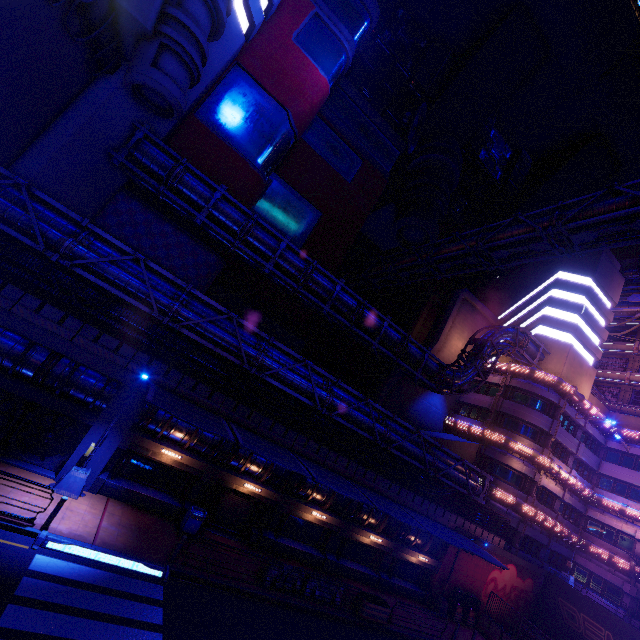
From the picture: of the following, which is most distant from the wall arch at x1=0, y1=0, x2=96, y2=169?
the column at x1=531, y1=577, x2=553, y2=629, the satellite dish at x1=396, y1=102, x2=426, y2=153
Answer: the column at x1=531, y1=577, x2=553, y2=629

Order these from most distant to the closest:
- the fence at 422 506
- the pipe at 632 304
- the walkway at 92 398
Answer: the pipe at 632 304, the fence at 422 506, the walkway at 92 398

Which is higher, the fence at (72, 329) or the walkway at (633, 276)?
the walkway at (633, 276)

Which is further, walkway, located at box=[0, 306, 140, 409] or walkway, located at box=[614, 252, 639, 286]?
walkway, located at box=[614, 252, 639, 286]

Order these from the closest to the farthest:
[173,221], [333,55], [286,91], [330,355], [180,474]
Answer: [180,474] < [173,221] < [286,91] < [333,55] < [330,355]

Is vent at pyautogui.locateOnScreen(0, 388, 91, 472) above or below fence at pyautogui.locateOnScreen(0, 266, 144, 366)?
below

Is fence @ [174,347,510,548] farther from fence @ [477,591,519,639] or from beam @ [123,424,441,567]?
fence @ [477,591,519,639]

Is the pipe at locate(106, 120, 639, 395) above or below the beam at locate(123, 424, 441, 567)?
above
